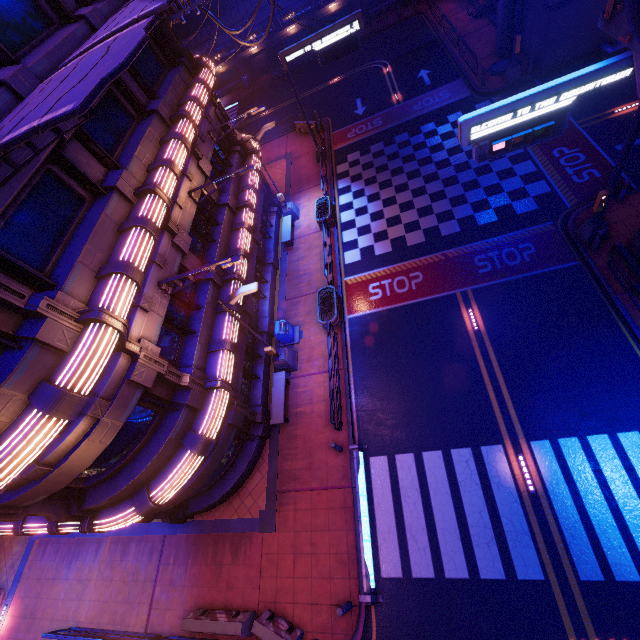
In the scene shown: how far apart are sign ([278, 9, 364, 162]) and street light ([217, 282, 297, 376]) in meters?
16.3 m

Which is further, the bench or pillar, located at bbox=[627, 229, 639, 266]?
the bench

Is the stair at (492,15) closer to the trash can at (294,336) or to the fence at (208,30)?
the fence at (208,30)

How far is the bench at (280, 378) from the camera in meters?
14.3 m

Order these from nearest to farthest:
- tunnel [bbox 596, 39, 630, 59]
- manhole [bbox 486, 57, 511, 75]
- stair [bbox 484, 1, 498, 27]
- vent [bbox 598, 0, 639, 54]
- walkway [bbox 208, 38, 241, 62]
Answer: vent [bbox 598, 0, 639, 54] → tunnel [bbox 596, 39, 630, 59] → manhole [bbox 486, 57, 511, 75] → stair [bbox 484, 1, 498, 27] → walkway [bbox 208, 38, 241, 62]

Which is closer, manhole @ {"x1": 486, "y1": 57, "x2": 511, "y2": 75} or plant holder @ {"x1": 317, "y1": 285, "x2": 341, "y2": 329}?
plant holder @ {"x1": 317, "y1": 285, "x2": 341, "y2": 329}

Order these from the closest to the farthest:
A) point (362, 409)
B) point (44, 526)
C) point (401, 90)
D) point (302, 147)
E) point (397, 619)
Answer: point (397, 619) → point (44, 526) → point (362, 409) → point (401, 90) → point (302, 147)

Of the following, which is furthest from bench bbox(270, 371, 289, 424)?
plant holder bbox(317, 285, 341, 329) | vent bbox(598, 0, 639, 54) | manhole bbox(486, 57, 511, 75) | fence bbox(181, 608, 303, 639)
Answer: manhole bbox(486, 57, 511, 75)
